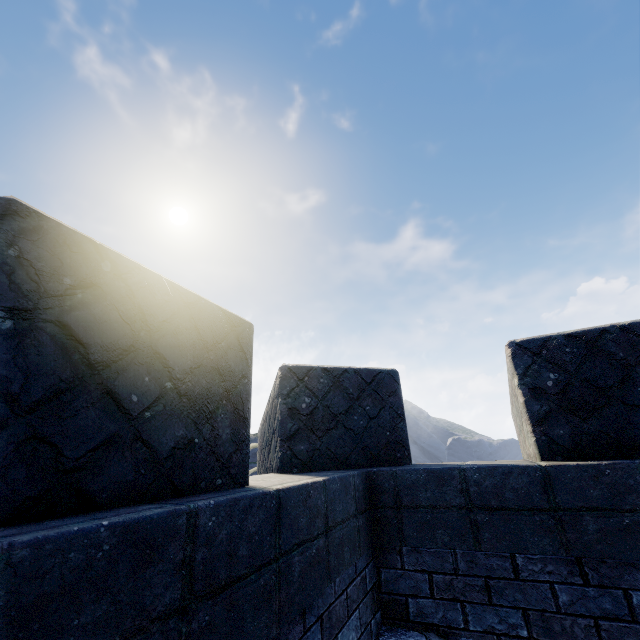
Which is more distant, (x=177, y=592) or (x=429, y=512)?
(x=429, y=512)
